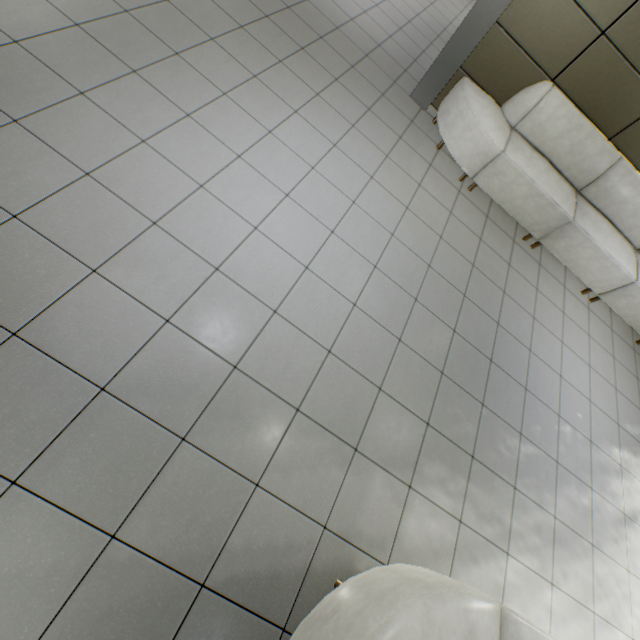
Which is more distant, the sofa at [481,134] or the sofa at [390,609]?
the sofa at [481,134]

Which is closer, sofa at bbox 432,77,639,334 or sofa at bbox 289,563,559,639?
sofa at bbox 289,563,559,639

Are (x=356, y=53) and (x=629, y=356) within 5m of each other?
no
